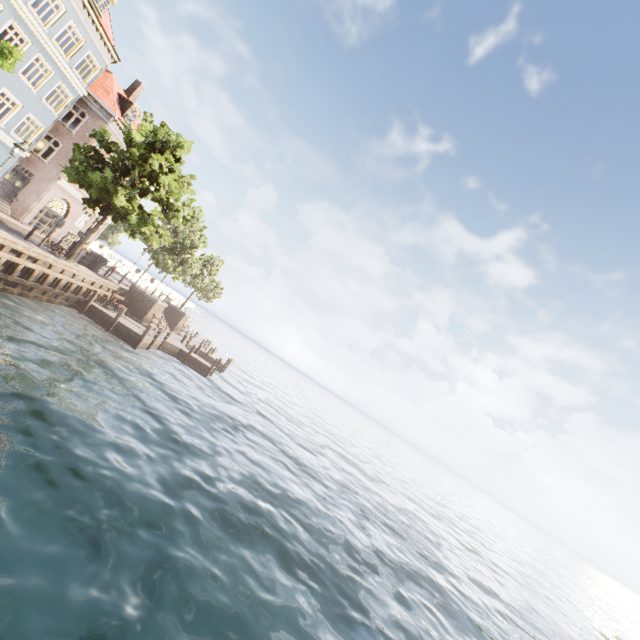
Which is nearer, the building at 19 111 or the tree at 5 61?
the tree at 5 61

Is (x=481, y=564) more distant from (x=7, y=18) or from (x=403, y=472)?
(x=7, y=18)

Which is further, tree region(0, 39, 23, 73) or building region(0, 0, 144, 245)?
building region(0, 0, 144, 245)
